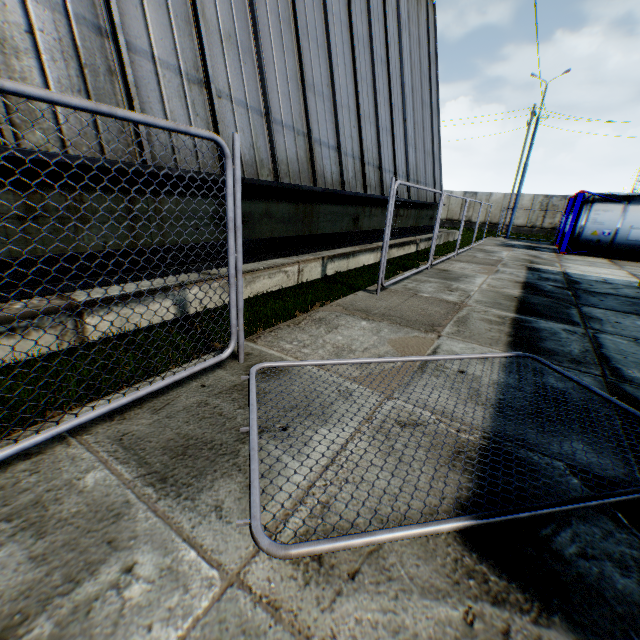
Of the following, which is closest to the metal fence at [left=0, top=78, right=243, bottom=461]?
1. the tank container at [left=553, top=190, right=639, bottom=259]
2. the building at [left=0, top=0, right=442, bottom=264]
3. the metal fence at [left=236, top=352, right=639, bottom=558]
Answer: the metal fence at [left=236, top=352, right=639, bottom=558]

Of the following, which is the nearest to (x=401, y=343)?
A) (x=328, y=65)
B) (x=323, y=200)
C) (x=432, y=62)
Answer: (x=323, y=200)

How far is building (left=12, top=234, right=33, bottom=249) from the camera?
3.6 meters

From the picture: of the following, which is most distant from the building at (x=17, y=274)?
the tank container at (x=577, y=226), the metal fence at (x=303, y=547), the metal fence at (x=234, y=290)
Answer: the tank container at (x=577, y=226)

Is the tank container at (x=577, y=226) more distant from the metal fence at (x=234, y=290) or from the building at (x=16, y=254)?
the metal fence at (x=234, y=290)

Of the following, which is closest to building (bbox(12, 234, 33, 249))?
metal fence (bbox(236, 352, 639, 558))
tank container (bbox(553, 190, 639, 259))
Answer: metal fence (bbox(236, 352, 639, 558))
